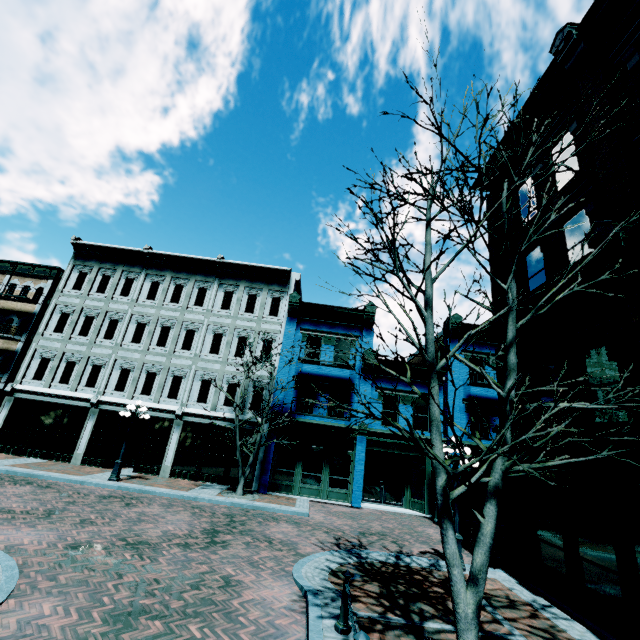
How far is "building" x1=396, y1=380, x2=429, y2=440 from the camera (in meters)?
18.59

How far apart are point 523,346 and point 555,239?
3.5m

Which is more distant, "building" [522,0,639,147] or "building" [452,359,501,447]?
"building" [452,359,501,447]

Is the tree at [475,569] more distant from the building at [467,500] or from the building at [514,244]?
the building at [467,500]

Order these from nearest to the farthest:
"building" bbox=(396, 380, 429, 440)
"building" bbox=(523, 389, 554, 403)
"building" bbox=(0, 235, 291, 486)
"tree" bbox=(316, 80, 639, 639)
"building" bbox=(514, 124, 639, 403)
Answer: "tree" bbox=(316, 80, 639, 639) < "building" bbox=(514, 124, 639, 403) < "building" bbox=(523, 389, 554, 403) < "building" bbox=(0, 235, 291, 486) < "building" bbox=(396, 380, 429, 440)

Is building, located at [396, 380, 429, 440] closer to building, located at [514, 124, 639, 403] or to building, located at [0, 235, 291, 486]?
building, located at [0, 235, 291, 486]

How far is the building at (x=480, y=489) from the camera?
17.25m

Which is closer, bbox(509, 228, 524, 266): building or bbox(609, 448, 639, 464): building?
bbox(609, 448, 639, 464): building
